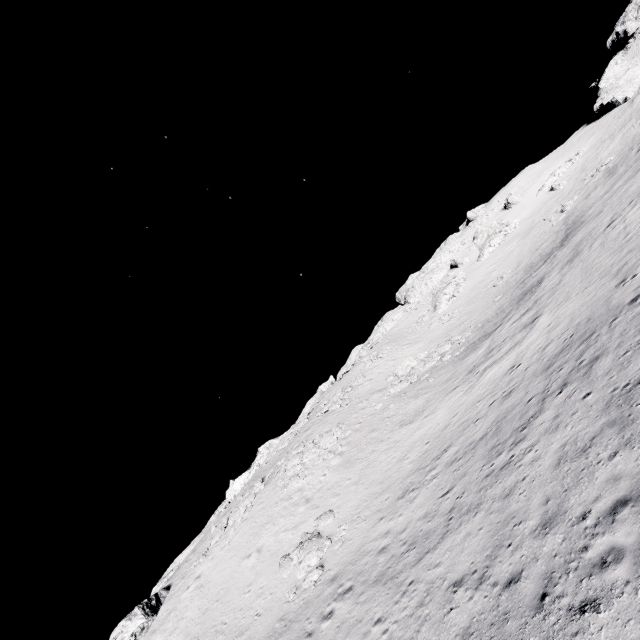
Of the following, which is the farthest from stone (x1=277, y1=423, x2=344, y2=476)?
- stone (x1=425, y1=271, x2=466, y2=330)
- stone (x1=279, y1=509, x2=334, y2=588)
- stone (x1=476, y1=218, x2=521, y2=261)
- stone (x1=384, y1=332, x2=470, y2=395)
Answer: stone (x1=476, y1=218, x2=521, y2=261)

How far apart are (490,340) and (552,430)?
16.48m

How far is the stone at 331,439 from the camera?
28.9 meters

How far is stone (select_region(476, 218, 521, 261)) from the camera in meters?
57.2

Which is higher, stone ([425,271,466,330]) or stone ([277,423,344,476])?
stone ([425,271,466,330])

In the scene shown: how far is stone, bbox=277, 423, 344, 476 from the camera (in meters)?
28.92

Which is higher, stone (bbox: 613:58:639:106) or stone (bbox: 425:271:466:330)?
stone (bbox: 613:58:639:106)

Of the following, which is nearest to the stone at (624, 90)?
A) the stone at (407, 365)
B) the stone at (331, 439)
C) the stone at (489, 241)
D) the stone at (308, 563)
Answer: the stone at (489, 241)
